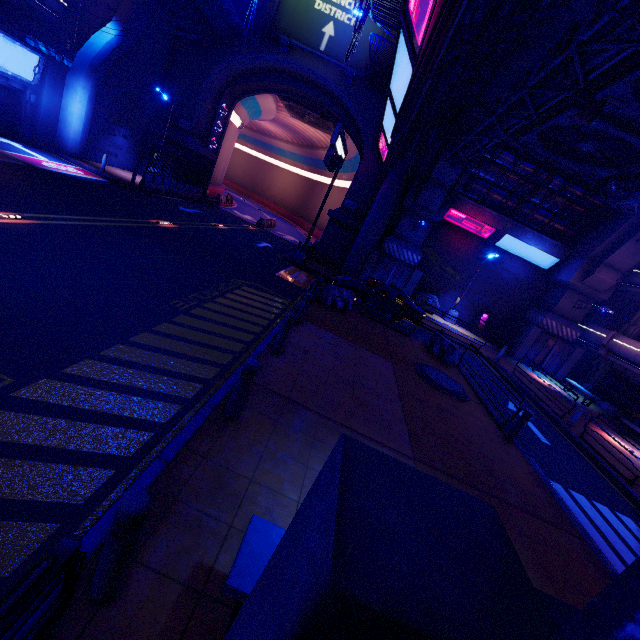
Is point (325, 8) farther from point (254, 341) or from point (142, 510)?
point (142, 510)

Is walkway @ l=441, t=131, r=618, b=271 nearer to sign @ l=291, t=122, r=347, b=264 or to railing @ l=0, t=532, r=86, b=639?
sign @ l=291, t=122, r=347, b=264

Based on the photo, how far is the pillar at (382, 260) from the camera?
20.4m

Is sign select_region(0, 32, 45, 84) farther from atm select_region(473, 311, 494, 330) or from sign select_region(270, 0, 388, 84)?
atm select_region(473, 311, 494, 330)

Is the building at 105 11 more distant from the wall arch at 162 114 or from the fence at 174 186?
the fence at 174 186

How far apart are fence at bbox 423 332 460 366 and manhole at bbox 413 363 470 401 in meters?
1.3 m

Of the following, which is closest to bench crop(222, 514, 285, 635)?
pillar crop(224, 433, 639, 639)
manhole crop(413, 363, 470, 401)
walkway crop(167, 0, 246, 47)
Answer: pillar crop(224, 433, 639, 639)

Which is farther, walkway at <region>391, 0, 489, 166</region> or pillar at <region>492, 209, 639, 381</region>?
pillar at <region>492, 209, 639, 381</region>
